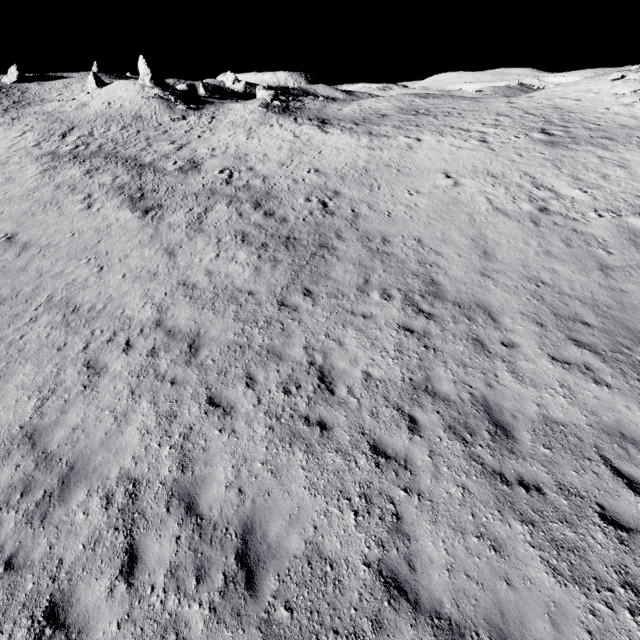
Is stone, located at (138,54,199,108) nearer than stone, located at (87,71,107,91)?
Yes

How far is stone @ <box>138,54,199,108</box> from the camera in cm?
3719

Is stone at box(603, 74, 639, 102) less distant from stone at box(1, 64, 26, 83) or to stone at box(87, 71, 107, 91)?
stone at box(87, 71, 107, 91)

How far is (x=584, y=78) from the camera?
35.3 meters

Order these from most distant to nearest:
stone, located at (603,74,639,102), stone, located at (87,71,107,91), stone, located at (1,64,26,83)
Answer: stone, located at (1,64,26,83)
stone, located at (87,71,107,91)
stone, located at (603,74,639,102)

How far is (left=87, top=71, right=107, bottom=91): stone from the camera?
47.8m

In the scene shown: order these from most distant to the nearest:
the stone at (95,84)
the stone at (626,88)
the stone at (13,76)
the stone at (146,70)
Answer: the stone at (13,76) → the stone at (95,84) → the stone at (146,70) → the stone at (626,88)

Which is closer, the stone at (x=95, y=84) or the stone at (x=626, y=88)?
the stone at (x=626, y=88)
